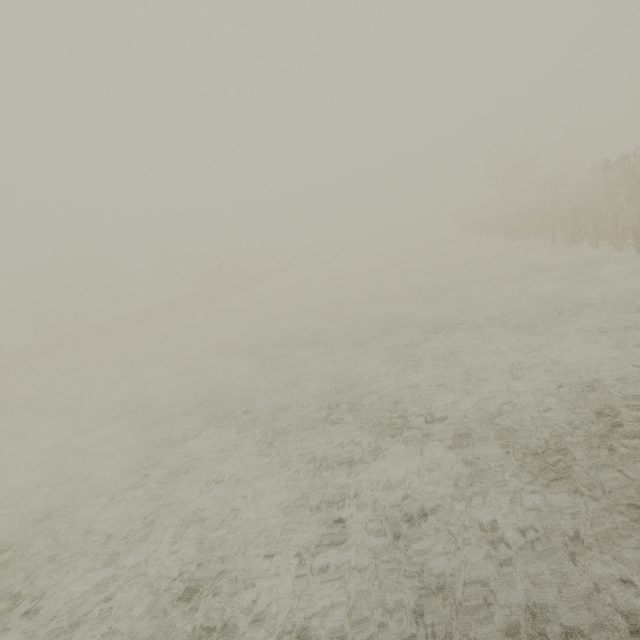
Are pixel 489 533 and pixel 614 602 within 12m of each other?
yes
